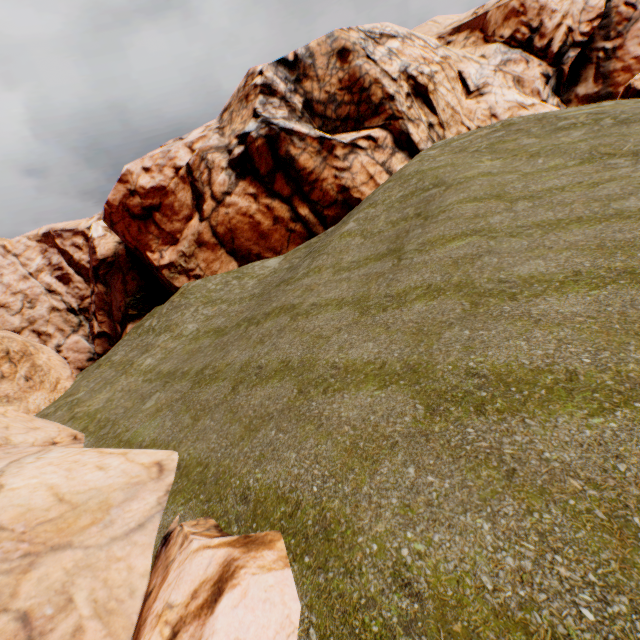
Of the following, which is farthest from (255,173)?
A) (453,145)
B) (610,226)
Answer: (610,226)
